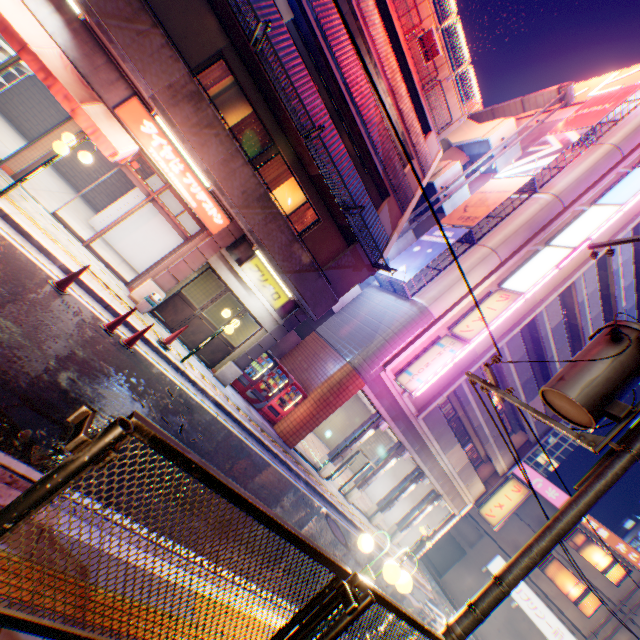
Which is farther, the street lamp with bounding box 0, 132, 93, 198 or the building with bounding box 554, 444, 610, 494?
the building with bounding box 554, 444, 610, 494

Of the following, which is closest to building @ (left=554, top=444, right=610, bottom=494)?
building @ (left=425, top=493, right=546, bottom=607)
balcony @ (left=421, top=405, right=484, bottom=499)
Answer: building @ (left=425, top=493, right=546, bottom=607)

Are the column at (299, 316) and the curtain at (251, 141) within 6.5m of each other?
yes

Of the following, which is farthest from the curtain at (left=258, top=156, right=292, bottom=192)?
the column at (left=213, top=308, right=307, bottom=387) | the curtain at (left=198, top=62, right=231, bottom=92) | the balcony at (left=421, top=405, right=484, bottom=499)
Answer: the balcony at (left=421, top=405, right=484, bottom=499)

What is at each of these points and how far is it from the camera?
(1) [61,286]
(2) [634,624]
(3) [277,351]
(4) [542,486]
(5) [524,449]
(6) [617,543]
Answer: (1) road cone, 7.2m
(2) building, 20.8m
(3) stairs, 18.3m
(4) sign, 28.5m
(5) concrete block, 22.3m
(6) sign, 23.7m

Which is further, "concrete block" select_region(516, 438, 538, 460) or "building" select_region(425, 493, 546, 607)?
"building" select_region(425, 493, 546, 607)

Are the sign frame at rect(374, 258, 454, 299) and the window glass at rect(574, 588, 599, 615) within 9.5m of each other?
no

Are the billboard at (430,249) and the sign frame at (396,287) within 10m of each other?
yes
